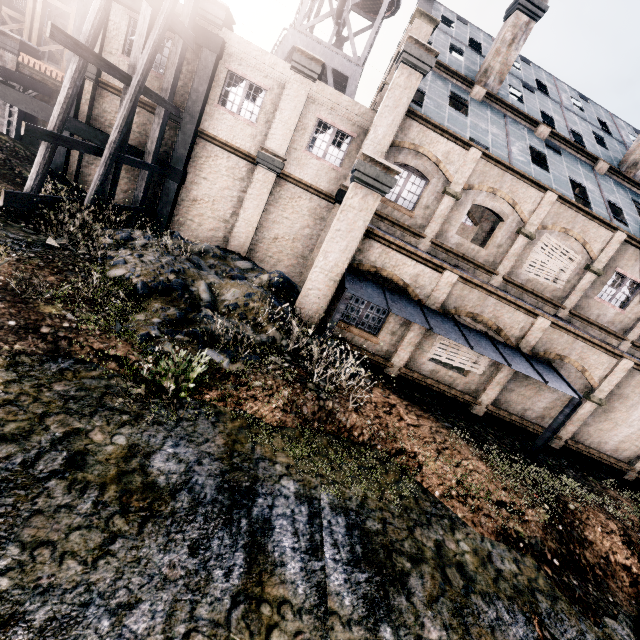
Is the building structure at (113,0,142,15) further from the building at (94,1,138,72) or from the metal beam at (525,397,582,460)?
the metal beam at (525,397,582,460)

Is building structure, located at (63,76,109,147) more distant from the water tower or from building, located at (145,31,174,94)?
the water tower

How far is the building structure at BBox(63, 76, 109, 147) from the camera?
15.34m

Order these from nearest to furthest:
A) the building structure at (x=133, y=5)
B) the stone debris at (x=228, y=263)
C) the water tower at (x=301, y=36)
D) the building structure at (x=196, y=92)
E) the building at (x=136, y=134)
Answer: the stone debris at (x=228, y=263) < the building structure at (x=133, y=5) < the building structure at (x=196, y=92) < the building at (x=136, y=134) < the water tower at (x=301, y=36)

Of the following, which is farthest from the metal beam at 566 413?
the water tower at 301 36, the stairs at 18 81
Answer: the stairs at 18 81

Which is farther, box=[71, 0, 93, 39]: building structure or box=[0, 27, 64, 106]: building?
box=[0, 27, 64, 106]: building

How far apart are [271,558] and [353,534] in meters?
1.7
